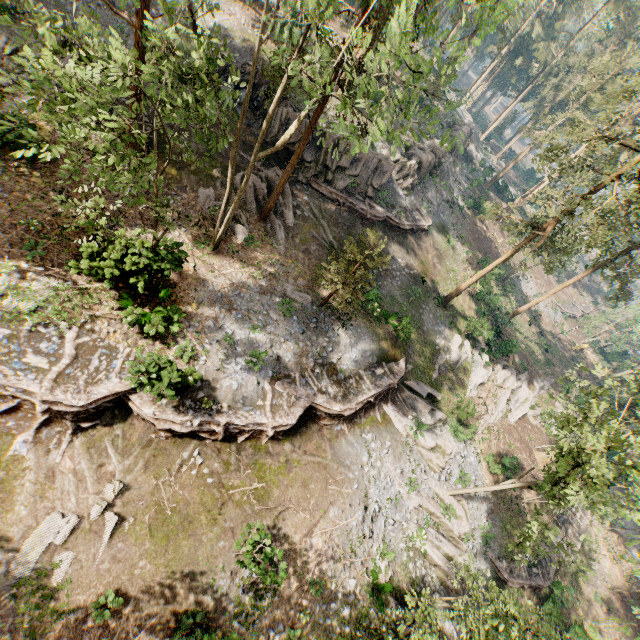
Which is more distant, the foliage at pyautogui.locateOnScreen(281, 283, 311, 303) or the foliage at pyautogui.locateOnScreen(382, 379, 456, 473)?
the foliage at pyautogui.locateOnScreen(382, 379, 456, 473)

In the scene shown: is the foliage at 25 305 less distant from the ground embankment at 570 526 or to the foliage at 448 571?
the foliage at 448 571

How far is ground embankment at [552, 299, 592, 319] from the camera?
51.59m

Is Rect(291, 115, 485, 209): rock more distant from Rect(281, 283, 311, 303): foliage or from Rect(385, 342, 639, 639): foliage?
Rect(281, 283, 311, 303): foliage

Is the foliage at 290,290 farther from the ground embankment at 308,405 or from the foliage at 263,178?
the ground embankment at 308,405

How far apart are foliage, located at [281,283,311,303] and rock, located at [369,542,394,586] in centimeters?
1405cm

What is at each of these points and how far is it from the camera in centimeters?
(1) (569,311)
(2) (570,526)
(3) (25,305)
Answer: (1) ground embankment, 5253cm
(2) ground embankment, 2825cm
(3) foliage, 1242cm

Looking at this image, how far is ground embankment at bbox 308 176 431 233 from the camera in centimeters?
2521cm
